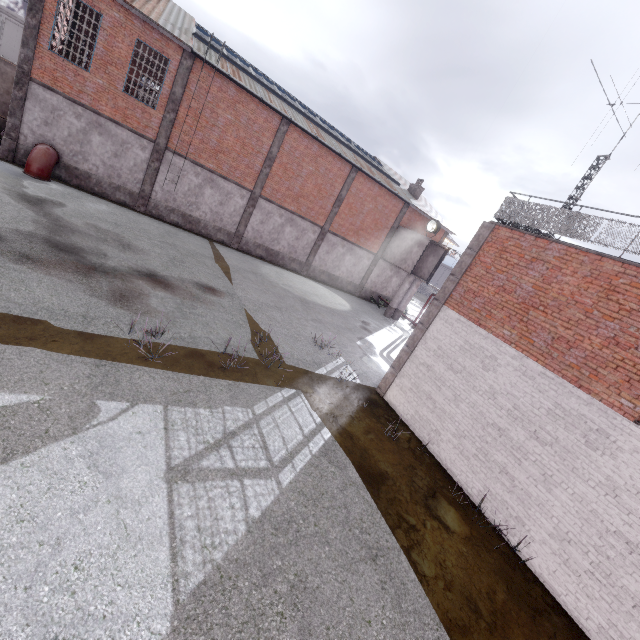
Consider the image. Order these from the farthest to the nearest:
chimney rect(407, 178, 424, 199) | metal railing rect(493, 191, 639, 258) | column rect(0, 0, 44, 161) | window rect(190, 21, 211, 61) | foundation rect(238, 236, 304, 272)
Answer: chimney rect(407, 178, 424, 199) < foundation rect(238, 236, 304, 272) < window rect(190, 21, 211, 61) < column rect(0, 0, 44, 161) < metal railing rect(493, 191, 639, 258)

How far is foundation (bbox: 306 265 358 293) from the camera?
26.4 meters

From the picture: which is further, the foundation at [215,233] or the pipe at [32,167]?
the foundation at [215,233]

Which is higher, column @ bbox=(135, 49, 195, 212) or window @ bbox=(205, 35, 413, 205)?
window @ bbox=(205, 35, 413, 205)

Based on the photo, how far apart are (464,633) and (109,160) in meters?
23.3

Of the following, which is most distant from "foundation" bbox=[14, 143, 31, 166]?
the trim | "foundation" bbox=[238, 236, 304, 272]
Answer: the trim

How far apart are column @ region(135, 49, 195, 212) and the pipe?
3.7m

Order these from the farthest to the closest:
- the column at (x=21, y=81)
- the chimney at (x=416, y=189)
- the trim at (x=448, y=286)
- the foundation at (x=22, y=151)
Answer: the chimney at (x=416, y=189), the foundation at (x=22, y=151), the column at (x=21, y=81), the trim at (x=448, y=286)
